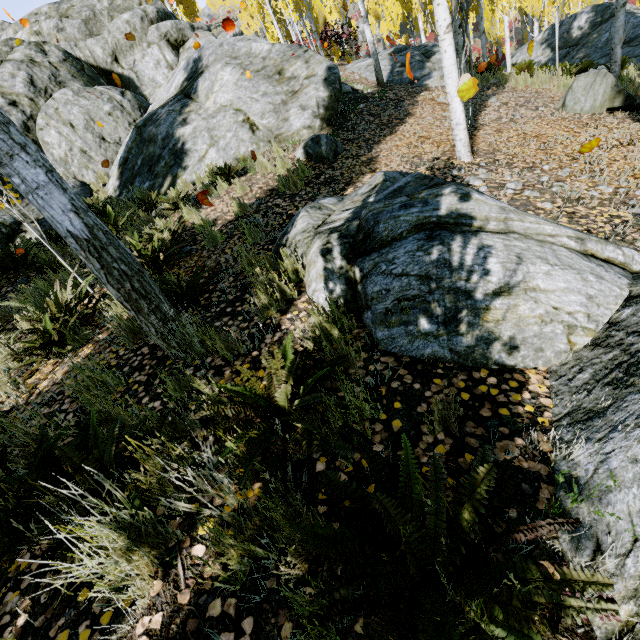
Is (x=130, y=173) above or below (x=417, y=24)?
below

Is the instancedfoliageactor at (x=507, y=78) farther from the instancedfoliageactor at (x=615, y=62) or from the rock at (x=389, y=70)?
the rock at (x=389, y=70)

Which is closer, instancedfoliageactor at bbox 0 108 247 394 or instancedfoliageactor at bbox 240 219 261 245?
instancedfoliageactor at bbox 0 108 247 394

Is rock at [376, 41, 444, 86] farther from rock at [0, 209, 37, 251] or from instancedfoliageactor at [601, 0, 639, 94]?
rock at [0, 209, 37, 251]

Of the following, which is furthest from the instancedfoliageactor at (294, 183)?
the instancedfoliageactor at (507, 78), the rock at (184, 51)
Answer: the instancedfoliageactor at (507, 78)

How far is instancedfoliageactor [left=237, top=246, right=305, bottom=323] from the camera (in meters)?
3.05

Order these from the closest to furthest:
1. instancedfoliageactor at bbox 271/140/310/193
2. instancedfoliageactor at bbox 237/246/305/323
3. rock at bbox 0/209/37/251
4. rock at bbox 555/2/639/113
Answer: instancedfoliageactor at bbox 237/246/305/323 < instancedfoliageactor at bbox 271/140/310/193 < rock at bbox 555/2/639/113 < rock at bbox 0/209/37/251
